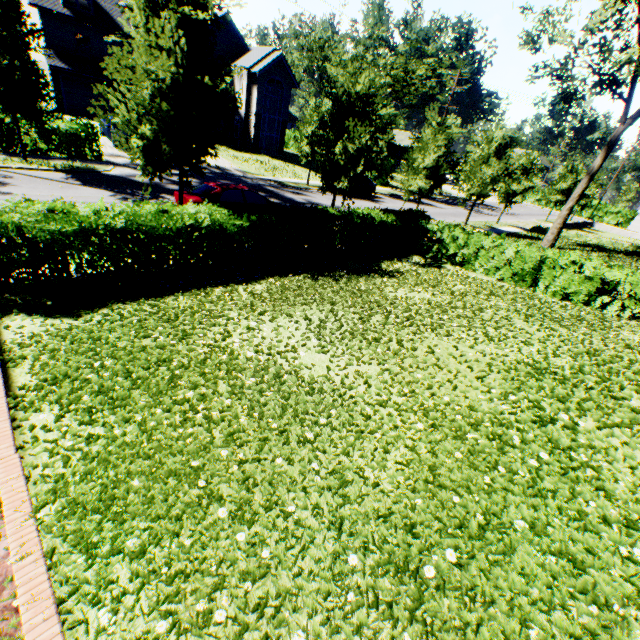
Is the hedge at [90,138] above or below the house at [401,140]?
below

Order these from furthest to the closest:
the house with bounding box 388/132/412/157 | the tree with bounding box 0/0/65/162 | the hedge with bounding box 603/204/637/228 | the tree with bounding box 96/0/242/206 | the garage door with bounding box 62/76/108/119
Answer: the hedge with bounding box 603/204/637/228 < the house with bounding box 388/132/412/157 < the garage door with bounding box 62/76/108/119 < the tree with bounding box 0/0/65/162 < the tree with bounding box 96/0/242/206

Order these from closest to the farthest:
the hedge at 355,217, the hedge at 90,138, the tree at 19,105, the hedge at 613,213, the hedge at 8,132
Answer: the hedge at 355,217 < the tree at 19,105 < the hedge at 8,132 < the hedge at 90,138 < the hedge at 613,213

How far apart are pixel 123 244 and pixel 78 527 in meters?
6.1

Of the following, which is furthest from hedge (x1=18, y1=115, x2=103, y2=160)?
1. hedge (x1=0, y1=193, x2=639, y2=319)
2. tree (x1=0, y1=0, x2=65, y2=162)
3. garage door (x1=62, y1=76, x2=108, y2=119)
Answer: hedge (x1=0, y1=193, x2=639, y2=319)

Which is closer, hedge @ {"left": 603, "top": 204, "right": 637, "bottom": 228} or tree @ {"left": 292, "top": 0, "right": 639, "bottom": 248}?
tree @ {"left": 292, "top": 0, "right": 639, "bottom": 248}

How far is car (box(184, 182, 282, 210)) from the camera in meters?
11.7 m

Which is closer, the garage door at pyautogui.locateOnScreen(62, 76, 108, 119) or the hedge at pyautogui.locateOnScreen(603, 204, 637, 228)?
the garage door at pyautogui.locateOnScreen(62, 76, 108, 119)
